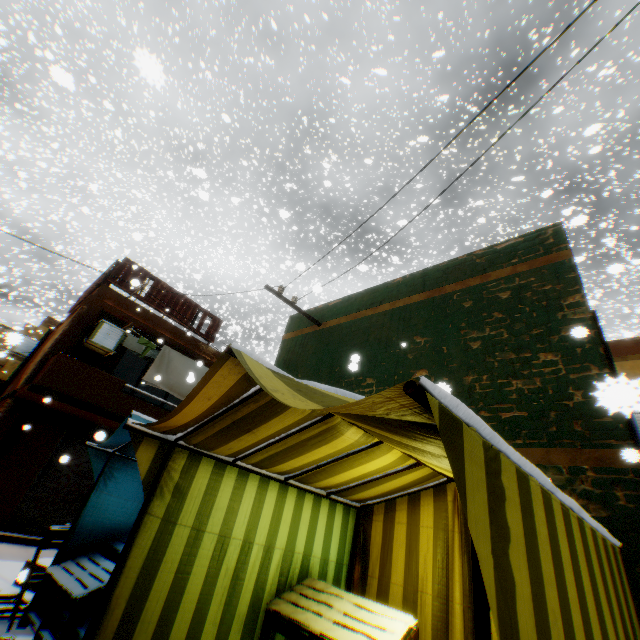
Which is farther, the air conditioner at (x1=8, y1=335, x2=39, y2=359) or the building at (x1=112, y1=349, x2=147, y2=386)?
the building at (x1=112, y1=349, x2=147, y2=386)

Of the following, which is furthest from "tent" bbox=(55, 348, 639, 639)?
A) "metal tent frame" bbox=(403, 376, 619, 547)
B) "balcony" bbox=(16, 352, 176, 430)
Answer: "balcony" bbox=(16, 352, 176, 430)

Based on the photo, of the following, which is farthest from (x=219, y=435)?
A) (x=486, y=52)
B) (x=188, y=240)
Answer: (x=486, y=52)

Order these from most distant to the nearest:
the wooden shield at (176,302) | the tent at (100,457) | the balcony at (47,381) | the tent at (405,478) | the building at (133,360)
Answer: the building at (133,360) → the wooden shield at (176,302) → the balcony at (47,381) → the tent at (100,457) → the tent at (405,478)

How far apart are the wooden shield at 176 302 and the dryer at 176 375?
0.5 meters

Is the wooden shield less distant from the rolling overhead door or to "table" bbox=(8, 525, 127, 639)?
the rolling overhead door

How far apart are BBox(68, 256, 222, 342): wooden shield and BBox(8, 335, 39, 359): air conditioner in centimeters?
61cm

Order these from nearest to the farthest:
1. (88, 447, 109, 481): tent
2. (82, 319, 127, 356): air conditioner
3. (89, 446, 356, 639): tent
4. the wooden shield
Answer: (89, 446, 356, 639): tent
(88, 447, 109, 481): tent
(82, 319, 127, 356): air conditioner
the wooden shield
